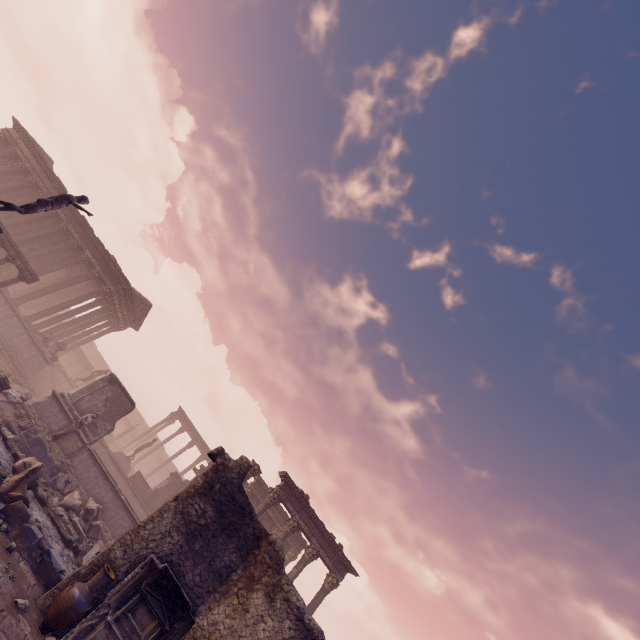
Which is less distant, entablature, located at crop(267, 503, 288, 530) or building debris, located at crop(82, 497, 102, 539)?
building debris, located at crop(82, 497, 102, 539)

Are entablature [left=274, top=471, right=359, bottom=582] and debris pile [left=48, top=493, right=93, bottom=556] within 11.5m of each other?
yes

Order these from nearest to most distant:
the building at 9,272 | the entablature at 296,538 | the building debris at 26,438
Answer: the building debris at 26,438 → the building at 9,272 → the entablature at 296,538

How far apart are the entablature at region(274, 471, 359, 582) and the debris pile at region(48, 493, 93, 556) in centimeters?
798cm

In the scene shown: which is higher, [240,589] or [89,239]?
[89,239]

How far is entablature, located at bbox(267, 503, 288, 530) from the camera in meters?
22.5

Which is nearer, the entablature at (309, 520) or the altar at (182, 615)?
the altar at (182, 615)

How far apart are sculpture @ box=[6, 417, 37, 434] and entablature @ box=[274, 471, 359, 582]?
11.24m
